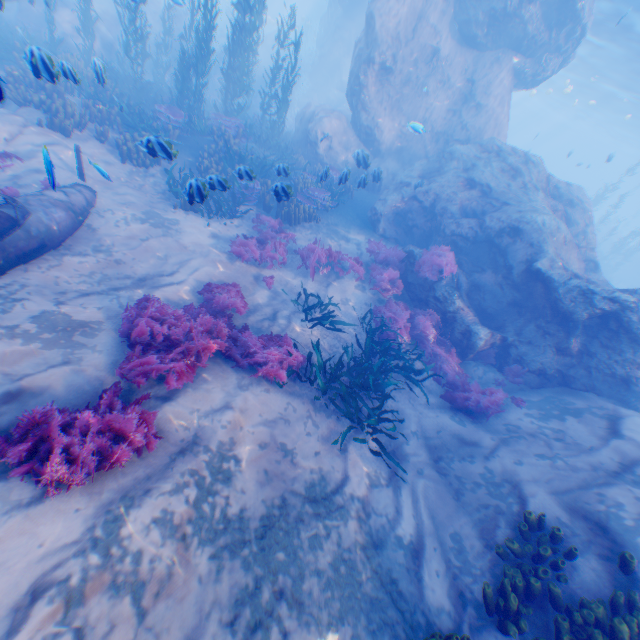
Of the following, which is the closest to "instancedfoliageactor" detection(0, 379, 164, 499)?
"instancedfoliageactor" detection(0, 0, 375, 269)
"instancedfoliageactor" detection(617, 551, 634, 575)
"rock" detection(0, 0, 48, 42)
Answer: "instancedfoliageactor" detection(0, 0, 375, 269)

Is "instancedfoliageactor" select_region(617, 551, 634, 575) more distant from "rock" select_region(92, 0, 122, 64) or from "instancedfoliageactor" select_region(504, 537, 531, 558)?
"rock" select_region(92, 0, 122, 64)

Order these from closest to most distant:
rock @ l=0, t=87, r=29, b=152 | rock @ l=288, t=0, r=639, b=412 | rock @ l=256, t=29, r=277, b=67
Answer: rock @ l=0, t=87, r=29, b=152 → rock @ l=288, t=0, r=639, b=412 → rock @ l=256, t=29, r=277, b=67

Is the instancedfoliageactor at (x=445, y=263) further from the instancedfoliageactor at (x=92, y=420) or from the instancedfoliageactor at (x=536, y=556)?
the instancedfoliageactor at (x=536, y=556)

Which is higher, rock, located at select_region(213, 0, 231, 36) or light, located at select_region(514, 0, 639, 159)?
light, located at select_region(514, 0, 639, 159)

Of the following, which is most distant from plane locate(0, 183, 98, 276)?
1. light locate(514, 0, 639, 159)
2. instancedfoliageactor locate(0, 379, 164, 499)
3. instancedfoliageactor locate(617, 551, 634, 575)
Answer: light locate(514, 0, 639, 159)

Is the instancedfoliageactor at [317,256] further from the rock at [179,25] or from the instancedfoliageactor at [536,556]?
the instancedfoliageactor at [536,556]

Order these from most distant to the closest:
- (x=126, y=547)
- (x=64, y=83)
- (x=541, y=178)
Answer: (x=541, y=178) < (x=64, y=83) < (x=126, y=547)
